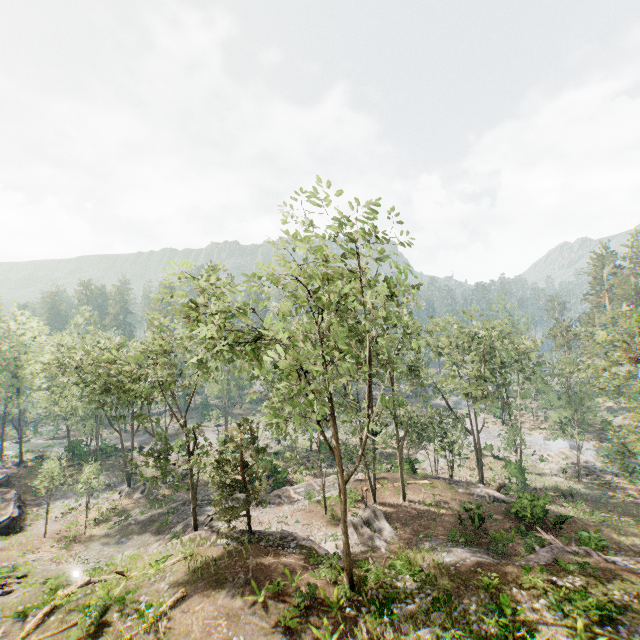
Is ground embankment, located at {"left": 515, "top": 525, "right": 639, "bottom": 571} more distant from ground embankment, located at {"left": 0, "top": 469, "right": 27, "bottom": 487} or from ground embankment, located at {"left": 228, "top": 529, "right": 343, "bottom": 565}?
ground embankment, located at {"left": 0, "top": 469, "right": 27, "bottom": 487}

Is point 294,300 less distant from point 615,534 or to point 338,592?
point 338,592

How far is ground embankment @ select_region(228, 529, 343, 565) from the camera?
19.5 meters

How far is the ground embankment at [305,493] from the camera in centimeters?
3022cm

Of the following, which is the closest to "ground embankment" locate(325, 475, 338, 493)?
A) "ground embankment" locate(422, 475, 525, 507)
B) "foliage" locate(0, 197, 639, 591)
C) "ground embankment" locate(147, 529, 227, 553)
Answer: "foliage" locate(0, 197, 639, 591)

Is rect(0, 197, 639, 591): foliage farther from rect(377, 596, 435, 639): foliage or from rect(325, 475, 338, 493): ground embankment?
rect(377, 596, 435, 639): foliage

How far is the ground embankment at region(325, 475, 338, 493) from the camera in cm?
3225

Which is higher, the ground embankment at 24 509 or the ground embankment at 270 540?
the ground embankment at 270 540
